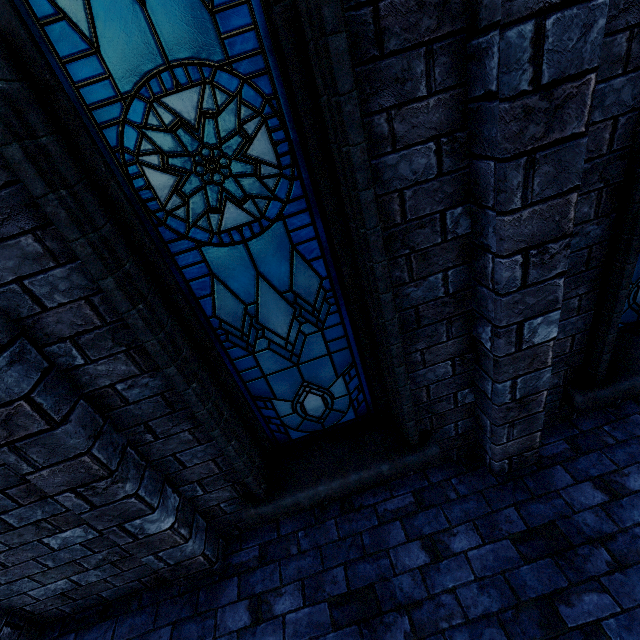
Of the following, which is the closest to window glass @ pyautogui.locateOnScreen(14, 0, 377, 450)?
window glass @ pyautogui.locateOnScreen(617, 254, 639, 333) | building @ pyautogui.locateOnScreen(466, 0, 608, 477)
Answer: building @ pyautogui.locateOnScreen(466, 0, 608, 477)

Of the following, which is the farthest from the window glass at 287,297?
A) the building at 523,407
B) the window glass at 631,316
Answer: the window glass at 631,316

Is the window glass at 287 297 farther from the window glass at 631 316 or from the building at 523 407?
the window glass at 631 316

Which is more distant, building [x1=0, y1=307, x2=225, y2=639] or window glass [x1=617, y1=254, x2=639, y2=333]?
window glass [x1=617, y1=254, x2=639, y2=333]

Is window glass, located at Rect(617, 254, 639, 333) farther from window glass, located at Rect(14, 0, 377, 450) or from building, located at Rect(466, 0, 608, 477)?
window glass, located at Rect(14, 0, 377, 450)

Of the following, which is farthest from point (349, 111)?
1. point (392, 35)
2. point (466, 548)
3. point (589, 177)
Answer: point (466, 548)

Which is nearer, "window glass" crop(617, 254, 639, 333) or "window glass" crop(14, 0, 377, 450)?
"window glass" crop(14, 0, 377, 450)
